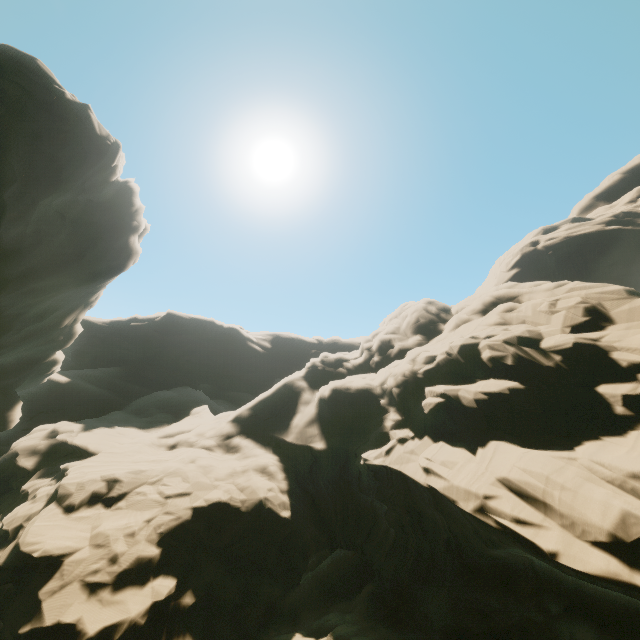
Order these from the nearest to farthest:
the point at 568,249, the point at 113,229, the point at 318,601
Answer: the point at 318,601, the point at 113,229, the point at 568,249
